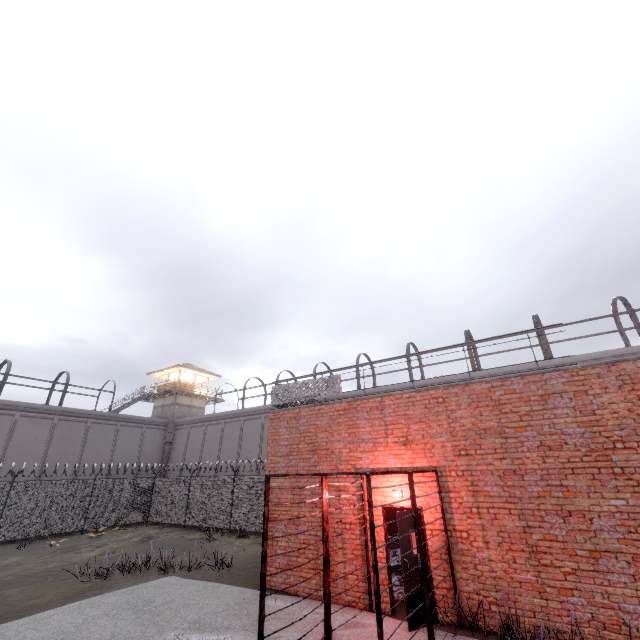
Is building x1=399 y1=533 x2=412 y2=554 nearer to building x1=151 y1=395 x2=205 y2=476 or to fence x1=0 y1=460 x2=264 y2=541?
fence x1=0 y1=460 x2=264 y2=541

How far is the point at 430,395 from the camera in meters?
8.7 m

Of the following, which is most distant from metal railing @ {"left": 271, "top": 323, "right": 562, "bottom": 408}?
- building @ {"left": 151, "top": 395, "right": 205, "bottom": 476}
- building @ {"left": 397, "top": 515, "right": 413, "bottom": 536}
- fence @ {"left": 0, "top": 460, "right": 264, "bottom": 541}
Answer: building @ {"left": 151, "top": 395, "right": 205, "bottom": 476}

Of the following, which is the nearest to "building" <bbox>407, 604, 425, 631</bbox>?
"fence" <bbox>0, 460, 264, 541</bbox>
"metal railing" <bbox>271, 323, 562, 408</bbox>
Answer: "metal railing" <bbox>271, 323, 562, 408</bbox>

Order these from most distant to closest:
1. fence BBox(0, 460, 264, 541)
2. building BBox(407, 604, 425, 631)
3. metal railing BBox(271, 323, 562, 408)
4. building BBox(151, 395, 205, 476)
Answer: building BBox(151, 395, 205, 476)
fence BBox(0, 460, 264, 541)
metal railing BBox(271, 323, 562, 408)
building BBox(407, 604, 425, 631)

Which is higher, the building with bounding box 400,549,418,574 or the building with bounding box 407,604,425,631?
the building with bounding box 400,549,418,574

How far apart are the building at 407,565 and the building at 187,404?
31.68m

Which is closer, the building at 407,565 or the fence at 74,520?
the building at 407,565
